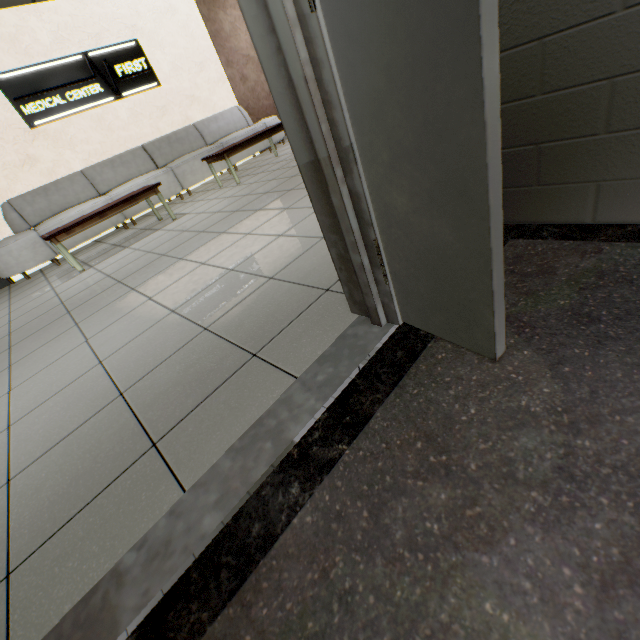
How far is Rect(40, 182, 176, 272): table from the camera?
4.0 meters

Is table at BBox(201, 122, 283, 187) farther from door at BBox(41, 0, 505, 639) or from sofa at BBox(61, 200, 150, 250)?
door at BBox(41, 0, 505, 639)

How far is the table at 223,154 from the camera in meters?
5.2

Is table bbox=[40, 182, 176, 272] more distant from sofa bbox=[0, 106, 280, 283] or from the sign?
the sign

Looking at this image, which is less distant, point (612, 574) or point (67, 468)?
point (612, 574)

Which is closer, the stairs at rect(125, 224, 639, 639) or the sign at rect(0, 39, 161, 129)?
the stairs at rect(125, 224, 639, 639)

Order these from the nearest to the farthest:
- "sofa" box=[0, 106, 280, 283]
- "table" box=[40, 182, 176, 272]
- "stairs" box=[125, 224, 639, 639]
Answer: "stairs" box=[125, 224, 639, 639] → "table" box=[40, 182, 176, 272] → "sofa" box=[0, 106, 280, 283]

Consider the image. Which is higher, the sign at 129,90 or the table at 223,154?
the sign at 129,90
